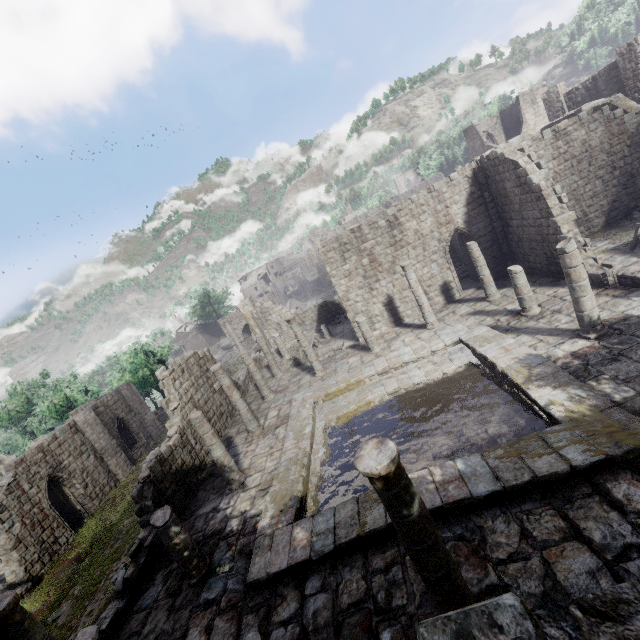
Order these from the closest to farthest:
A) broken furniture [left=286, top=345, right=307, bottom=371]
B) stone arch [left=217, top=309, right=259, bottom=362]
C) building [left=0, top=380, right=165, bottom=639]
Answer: building [left=0, top=380, right=165, bottom=639] < broken furniture [left=286, top=345, right=307, bottom=371] < stone arch [left=217, top=309, right=259, bottom=362]

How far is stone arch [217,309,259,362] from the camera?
41.1m

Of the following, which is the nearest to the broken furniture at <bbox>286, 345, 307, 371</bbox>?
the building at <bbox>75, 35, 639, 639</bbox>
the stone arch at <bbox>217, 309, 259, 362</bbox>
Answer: the building at <bbox>75, 35, 639, 639</bbox>

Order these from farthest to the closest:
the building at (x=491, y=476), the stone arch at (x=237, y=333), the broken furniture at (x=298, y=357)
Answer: the stone arch at (x=237, y=333) → the broken furniture at (x=298, y=357) → the building at (x=491, y=476)

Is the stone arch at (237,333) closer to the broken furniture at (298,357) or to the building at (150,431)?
the building at (150,431)

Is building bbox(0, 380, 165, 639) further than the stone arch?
No

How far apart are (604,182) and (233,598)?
25.73m
